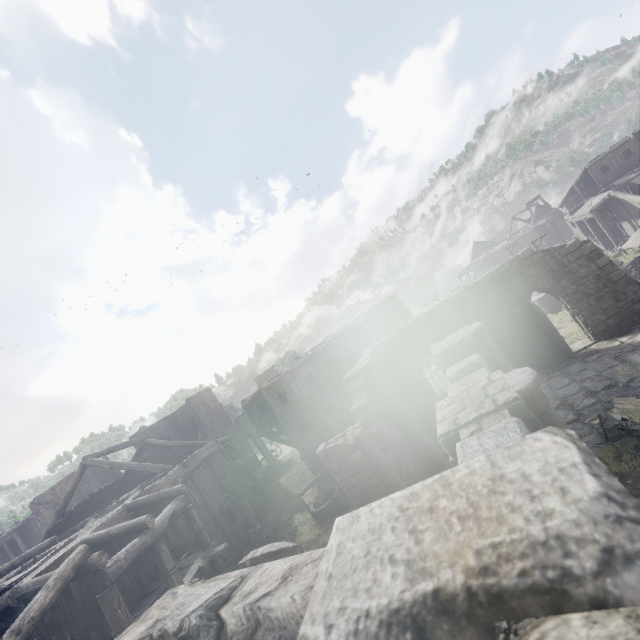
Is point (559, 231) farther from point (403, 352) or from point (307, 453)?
point (307, 453)

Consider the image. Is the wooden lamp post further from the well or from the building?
the well

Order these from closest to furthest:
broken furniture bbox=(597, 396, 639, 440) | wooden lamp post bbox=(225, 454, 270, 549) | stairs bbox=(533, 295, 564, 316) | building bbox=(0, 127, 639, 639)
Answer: building bbox=(0, 127, 639, 639), broken furniture bbox=(597, 396, 639, 440), wooden lamp post bbox=(225, 454, 270, 549), stairs bbox=(533, 295, 564, 316)

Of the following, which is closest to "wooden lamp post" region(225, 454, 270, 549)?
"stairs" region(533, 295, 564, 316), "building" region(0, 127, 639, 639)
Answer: "building" region(0, 127, 639, 639)

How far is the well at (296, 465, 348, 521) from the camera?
17.1 meters

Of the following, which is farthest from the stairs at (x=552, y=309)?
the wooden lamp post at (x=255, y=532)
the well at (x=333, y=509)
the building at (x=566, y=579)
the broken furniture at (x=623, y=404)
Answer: the wooden lamp post at (x=255, y=532)

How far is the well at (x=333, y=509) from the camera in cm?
1708

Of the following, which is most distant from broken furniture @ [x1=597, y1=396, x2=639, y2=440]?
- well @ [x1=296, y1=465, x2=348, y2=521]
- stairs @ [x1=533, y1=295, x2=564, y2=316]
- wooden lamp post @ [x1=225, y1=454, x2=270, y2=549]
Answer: stairs @ [x1=533, y1=295, x2=564, y2=316]
